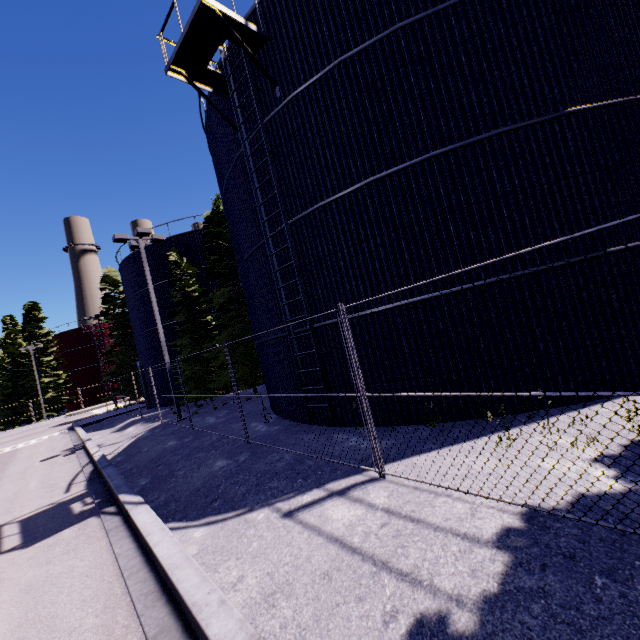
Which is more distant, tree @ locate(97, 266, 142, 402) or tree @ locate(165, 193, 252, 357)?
tree @ locate(97, 266, 142, 402)

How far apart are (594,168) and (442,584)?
8.28m

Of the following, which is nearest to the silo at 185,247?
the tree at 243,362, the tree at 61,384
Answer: the tree at 243,362

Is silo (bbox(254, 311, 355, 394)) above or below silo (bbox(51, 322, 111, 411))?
below

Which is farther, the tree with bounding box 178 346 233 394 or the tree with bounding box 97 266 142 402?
the tree with bounding box 97 266 142 402

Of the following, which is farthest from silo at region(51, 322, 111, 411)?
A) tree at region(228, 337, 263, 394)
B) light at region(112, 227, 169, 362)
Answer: light at region(112, 227, 169, 362)

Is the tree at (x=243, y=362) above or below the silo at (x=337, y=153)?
below

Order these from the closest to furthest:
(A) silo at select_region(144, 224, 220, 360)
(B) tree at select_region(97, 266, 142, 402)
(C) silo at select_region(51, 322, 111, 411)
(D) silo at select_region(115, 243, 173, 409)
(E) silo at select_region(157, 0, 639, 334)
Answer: (E) silo at select_region(157, 0, 639, 334) < (A) silo at select_region(144, 224, 220, 360) < (D) silo at select_region(115, 243, 173, 409) < (B) tree at select_region(97, 266, 142, 402) < (C) silo at select_region(51, 322, 111, 411)
